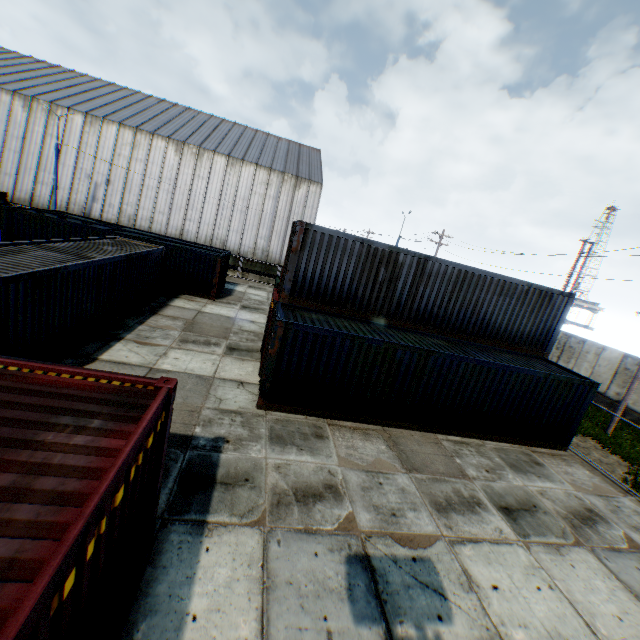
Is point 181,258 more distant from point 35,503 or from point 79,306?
point 35,503

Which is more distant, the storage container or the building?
the building

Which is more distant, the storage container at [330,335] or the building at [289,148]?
the building at [289,148]

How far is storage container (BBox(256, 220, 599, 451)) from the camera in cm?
1018

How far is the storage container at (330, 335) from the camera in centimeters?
1018cm
